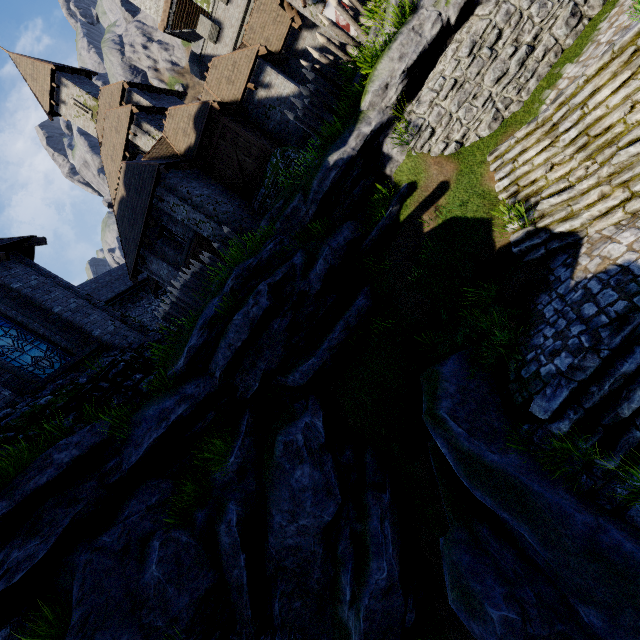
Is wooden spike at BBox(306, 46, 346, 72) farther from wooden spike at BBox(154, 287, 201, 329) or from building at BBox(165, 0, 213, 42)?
building at BBox(165, 0, 213, 42)

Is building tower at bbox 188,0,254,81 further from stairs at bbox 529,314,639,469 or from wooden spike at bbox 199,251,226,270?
stairs at bbox 529,314,639,469

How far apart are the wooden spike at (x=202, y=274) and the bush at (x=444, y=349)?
9.30m

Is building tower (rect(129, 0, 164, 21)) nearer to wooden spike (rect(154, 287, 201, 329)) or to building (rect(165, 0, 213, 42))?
building (rect(165, 0, 213, 42))

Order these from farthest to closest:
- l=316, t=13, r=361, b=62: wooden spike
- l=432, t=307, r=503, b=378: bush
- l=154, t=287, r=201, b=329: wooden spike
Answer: l=154, t=287, r=201, b=329: wooden spike
l=316, t=13, r=361, b=62: wooden spike
l=432, t=307, r=503, b=378: bush

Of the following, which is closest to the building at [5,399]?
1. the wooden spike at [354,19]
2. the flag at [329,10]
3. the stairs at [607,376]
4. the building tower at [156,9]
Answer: the stairs at [607,376]

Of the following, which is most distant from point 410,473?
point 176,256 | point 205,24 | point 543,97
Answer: point 205,24

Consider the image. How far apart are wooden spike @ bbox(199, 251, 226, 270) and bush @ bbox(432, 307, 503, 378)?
9.3 meters
